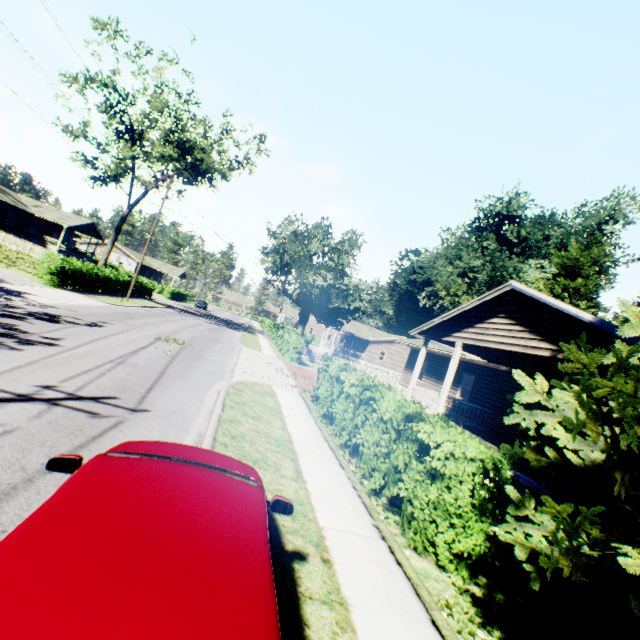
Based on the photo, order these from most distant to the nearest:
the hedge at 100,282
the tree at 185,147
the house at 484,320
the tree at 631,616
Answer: the tree at 185,147 → the hedge at 100,282 → the house at 484,320 → the tree at 631,616

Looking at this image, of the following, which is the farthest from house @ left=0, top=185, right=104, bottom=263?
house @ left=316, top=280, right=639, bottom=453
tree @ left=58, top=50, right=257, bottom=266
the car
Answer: house @ left=316, top=280, right=639, bottom=453

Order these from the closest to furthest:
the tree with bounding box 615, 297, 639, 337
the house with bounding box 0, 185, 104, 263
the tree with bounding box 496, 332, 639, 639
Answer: the tree with bounding box 496, 332, 639, 639
the tree with bounding box 615, 297, 639, 337
the house with bounding box 0, 185, 104, 263

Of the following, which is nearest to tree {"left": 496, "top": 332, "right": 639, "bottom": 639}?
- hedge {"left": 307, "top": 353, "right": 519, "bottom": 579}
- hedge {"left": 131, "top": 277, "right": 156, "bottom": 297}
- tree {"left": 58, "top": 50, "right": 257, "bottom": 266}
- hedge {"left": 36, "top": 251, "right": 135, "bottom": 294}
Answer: hedge {"left": 307, "top": 353, "right": 519, "bottom": 579}

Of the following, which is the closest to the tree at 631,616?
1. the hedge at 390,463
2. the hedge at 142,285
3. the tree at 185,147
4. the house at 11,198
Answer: the hedge at 390,463

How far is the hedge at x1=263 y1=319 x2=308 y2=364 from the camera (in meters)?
25.03

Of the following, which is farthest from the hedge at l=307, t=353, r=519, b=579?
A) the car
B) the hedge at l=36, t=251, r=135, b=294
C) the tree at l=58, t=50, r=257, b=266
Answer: the tree at l=58, t=50, r=257, b=266

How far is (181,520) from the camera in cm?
192
